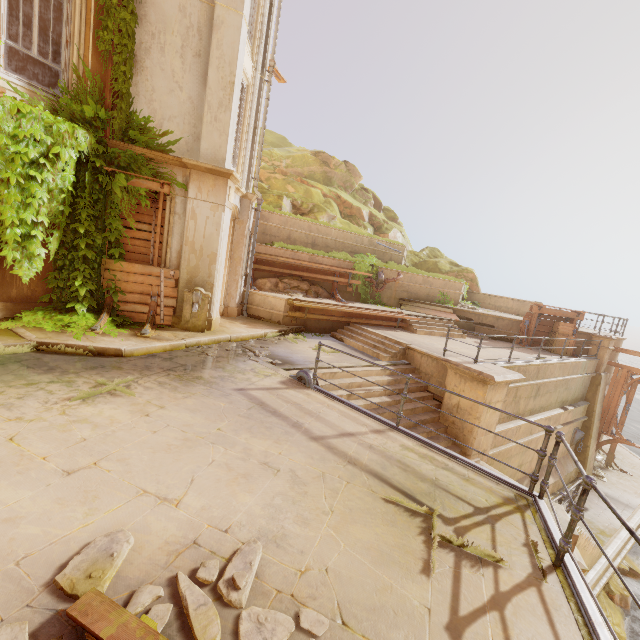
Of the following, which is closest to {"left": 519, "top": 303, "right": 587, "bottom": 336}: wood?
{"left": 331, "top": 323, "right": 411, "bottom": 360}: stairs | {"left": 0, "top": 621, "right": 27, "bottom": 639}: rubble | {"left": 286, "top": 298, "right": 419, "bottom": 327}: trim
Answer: {"left": 286, "top": 298, "right": 419, "bottom": 327}: trim

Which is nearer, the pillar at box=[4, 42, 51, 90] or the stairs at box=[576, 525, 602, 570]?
the stairs at box=[576, 525, 602, 570]

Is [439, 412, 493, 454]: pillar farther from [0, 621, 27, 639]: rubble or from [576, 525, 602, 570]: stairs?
[0, 621, 27, 639]: rubble

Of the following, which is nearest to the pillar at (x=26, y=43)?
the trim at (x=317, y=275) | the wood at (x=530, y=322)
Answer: the trim at (x=317, y=275)

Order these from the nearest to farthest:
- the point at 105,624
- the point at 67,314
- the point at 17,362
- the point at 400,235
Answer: the point at 105,624, the point at 17,362, the point at 67,314, the point at 400,235

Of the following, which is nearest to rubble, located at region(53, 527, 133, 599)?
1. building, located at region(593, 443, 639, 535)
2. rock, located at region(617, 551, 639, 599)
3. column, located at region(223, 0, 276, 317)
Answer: rock, located at region(617, 551, 639, 599)

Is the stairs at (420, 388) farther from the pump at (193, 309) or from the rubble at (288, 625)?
the rubble at (288, 625)

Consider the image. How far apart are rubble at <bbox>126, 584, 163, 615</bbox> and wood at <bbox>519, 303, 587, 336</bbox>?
16.0m
